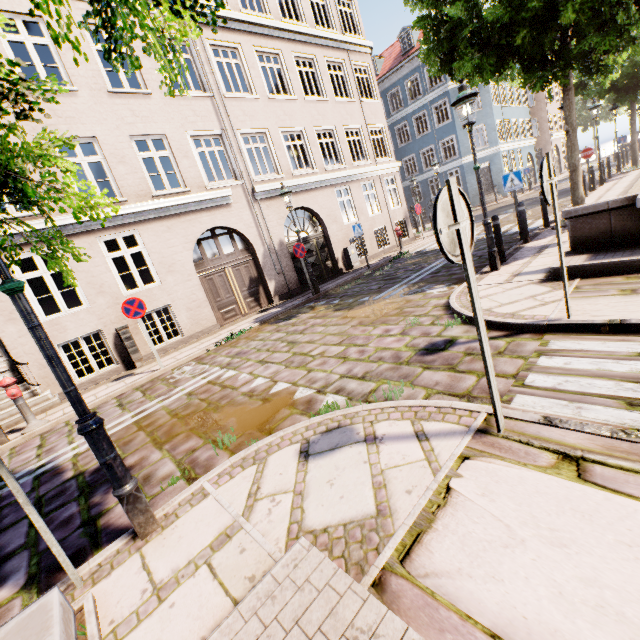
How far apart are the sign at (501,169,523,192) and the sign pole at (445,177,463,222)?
8.6m

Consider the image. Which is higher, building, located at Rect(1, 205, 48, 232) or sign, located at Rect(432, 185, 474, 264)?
building, located at Rect(1, 205, 48, 232)

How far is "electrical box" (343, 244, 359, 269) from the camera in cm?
1519

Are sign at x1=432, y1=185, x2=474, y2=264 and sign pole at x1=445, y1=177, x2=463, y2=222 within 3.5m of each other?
yes

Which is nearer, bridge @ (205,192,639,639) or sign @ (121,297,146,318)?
bridge @ (205,192,639,639)

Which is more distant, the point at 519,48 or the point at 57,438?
the point at 519,48

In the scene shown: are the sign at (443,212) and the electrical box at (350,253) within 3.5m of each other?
no

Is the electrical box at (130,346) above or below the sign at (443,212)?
below
